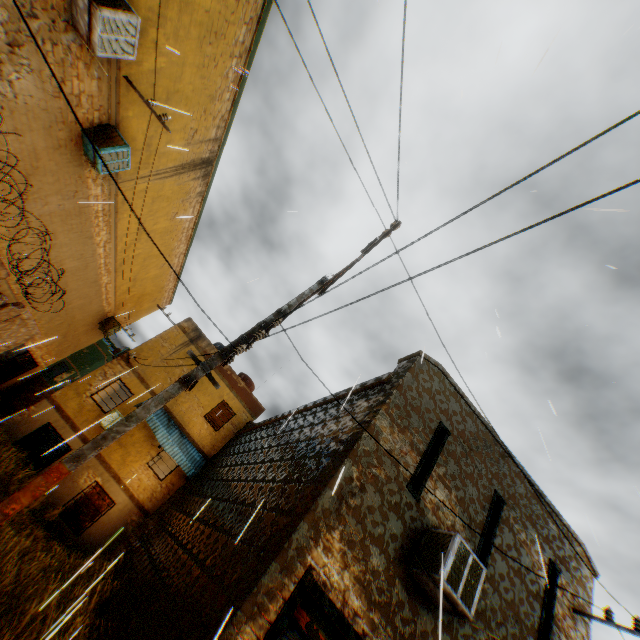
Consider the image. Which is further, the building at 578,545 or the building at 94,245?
the building at 578,545

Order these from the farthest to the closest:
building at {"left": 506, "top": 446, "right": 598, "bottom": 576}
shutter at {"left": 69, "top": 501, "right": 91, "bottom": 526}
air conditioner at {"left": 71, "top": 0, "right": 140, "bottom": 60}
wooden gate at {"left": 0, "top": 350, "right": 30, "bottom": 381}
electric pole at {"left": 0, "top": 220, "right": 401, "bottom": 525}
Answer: wooden gate at {"left": 0, "top": 350, "right": 30, "bottom": 381} → shutter at {"left": 69, "top": 501, "right": 91, "bottom": 526} → building at {"left": 506, "top": 446, "right": 598, "bottom": 576} → air conditioner at {"left": 71, "top": 0, "right": 140, "bottom": 60} → electric pole at {"left": 0, "top": 220, "right": 401, "bottom": 525}

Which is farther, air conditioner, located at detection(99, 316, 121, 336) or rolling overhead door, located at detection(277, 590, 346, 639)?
air conditioner, located at detection(99, 316, 121, 336)

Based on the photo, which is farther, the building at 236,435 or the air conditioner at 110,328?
the air conditioner at 110,328

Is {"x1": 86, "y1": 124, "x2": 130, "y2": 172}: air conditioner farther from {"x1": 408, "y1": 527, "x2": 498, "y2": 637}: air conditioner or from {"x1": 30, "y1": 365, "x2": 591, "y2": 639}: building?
{"x1": 408, "y1": 527, "x2": 498, "y2": 637}: air conditioner

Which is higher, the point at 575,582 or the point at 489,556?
the point at 575,582

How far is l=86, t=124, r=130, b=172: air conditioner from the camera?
8.1m

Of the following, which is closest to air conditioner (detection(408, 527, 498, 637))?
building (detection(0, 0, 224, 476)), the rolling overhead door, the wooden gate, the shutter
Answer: building (detection(0, 0, 224, 476))
